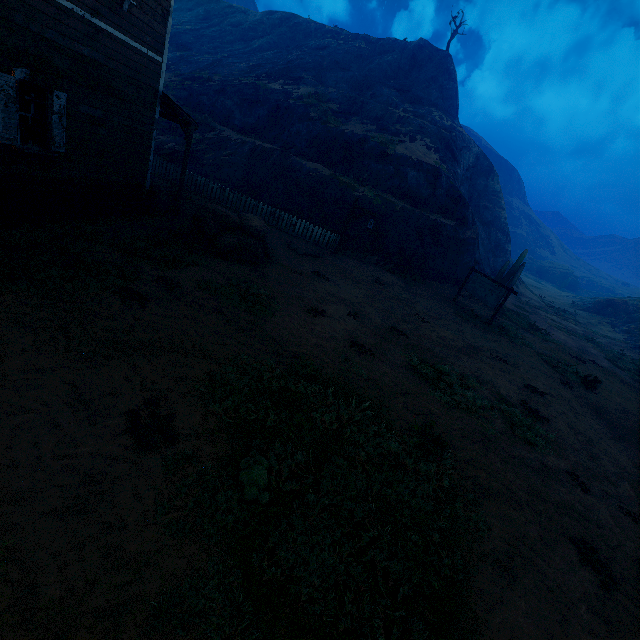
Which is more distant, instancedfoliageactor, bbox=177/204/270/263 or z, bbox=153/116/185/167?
z, bbox=153/116/185/167

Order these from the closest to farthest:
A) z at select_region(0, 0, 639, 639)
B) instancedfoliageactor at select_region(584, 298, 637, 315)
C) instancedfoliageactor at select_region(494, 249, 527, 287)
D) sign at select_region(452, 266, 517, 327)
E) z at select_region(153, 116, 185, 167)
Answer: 1. z at select_region(0, 0, 639, 639)
2. sign at select_region(452, 266, 517, 327)
3. z at select_region(153, 116, 185, 167)
4. instancedfoliageactor at select_region(494, 249, 527, 287)
5. instancedfoliageactor at select_region(584, 298, 637, 315)

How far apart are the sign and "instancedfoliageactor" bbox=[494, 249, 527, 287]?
7.4m

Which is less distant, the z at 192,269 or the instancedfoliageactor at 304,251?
the z at 192,269

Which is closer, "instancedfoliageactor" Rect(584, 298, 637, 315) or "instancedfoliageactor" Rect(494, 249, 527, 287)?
"instancedfoliageactor" Rect(494, 249, 527, 287)

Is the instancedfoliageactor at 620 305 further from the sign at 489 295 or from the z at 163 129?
the sign at 489 295

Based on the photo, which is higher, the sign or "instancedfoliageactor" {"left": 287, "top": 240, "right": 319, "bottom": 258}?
the sign

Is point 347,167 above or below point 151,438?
above
